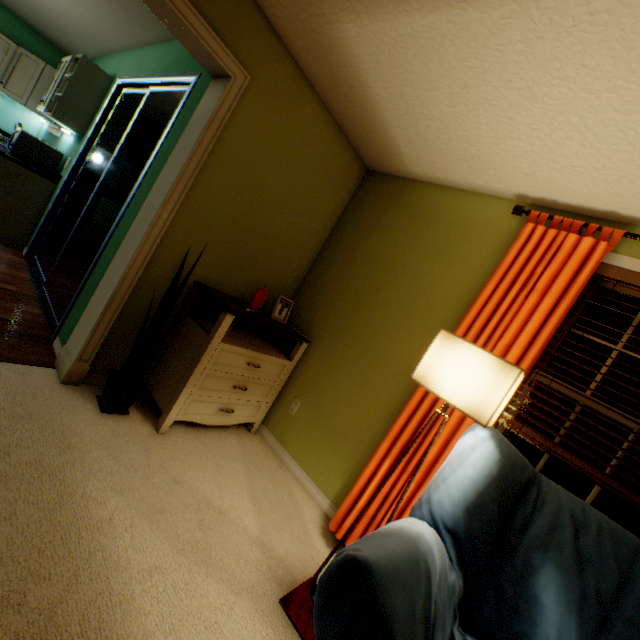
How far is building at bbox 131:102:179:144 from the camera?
4.04m

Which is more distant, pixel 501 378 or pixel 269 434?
pixel 269 434

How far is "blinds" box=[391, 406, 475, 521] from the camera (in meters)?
1.75

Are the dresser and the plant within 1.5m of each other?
yes

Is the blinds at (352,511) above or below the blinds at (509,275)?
below

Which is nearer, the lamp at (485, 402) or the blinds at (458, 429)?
the lamp at (485, 402)

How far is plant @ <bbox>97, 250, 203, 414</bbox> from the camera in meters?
1.9 m

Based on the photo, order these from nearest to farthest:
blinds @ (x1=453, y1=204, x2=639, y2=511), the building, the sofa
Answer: the sofa, blinds @ (x1=453, y1=204, x2=639, y2=511), the building
